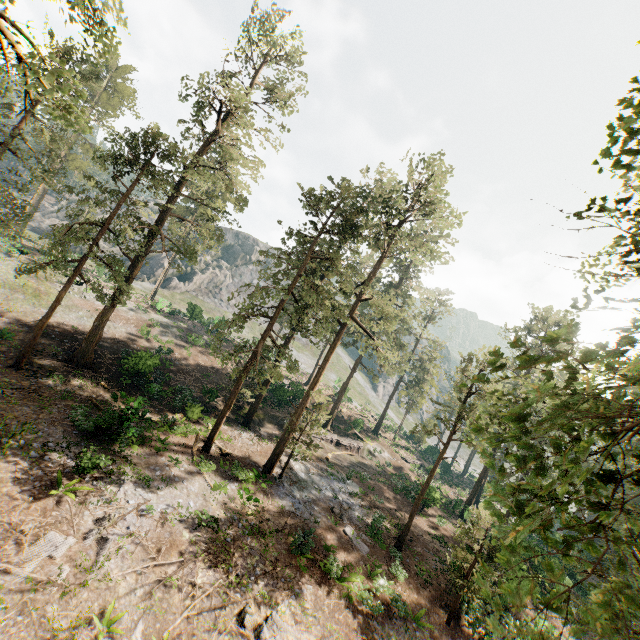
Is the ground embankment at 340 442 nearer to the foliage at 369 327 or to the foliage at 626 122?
the foliage at 626 122

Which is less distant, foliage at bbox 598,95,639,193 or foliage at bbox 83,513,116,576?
foliage at bbox 598,95,639,193

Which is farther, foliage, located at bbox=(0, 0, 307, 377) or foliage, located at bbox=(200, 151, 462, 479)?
foliage, located at bbox=(200, 151, 462, 479)

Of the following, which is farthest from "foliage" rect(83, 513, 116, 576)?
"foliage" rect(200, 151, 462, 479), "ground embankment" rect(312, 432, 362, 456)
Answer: "ground embankment" rect(312, 432, 362, 456)

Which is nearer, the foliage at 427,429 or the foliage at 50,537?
the foliage at 50,537

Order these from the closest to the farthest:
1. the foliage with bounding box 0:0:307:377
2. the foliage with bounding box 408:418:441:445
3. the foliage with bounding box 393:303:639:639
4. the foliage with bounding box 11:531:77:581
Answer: the foliage with bounding box 393:303:639:639 < the foliage with bounding box 11:531:77:581 < the foliage with bounding box 0:0:307:377 < the foliage with bounding box 408:418:441:445

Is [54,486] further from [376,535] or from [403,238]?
[403,238]
